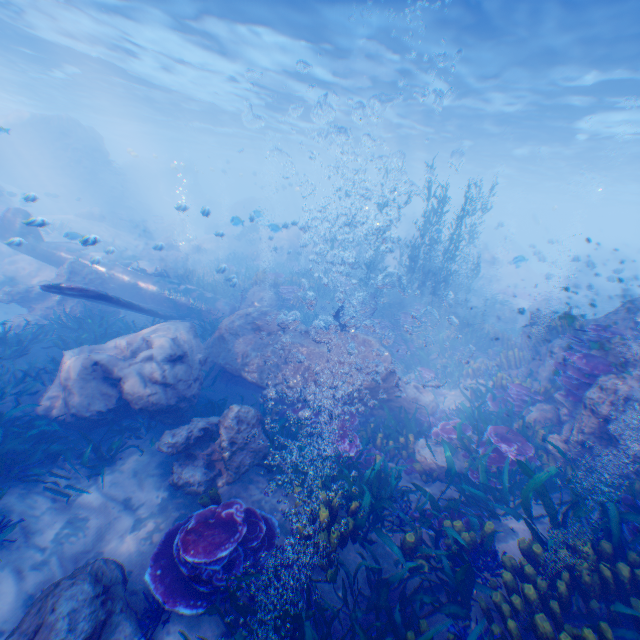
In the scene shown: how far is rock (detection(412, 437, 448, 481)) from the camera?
6.9 meters

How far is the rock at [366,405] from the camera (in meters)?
6.51

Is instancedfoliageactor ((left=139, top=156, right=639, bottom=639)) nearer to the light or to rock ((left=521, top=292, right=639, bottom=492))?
rock ((left=521, top=292, right=639, bottom=492))

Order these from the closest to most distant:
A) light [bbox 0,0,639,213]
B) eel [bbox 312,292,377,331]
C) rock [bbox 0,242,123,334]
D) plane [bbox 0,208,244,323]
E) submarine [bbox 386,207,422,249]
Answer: plane [bbox 0,208,244,323]
eel [bbox 312,292,377,331]
rock [bbox 0,242,123,334]
light [bbox 0,0,639,213]
submarine [bbox 386,207,422,249]

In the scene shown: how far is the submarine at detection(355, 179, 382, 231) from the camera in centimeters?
5028cm

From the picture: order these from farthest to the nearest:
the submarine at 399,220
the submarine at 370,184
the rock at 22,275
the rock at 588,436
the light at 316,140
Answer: the submarine at 370,184 < the submarine at 399,220 < the light at 316,140 < the rock at 22,275 < the rock at 588,436

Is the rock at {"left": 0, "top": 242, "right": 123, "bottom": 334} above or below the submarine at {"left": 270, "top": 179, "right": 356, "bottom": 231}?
below

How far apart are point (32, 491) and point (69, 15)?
22.1m
